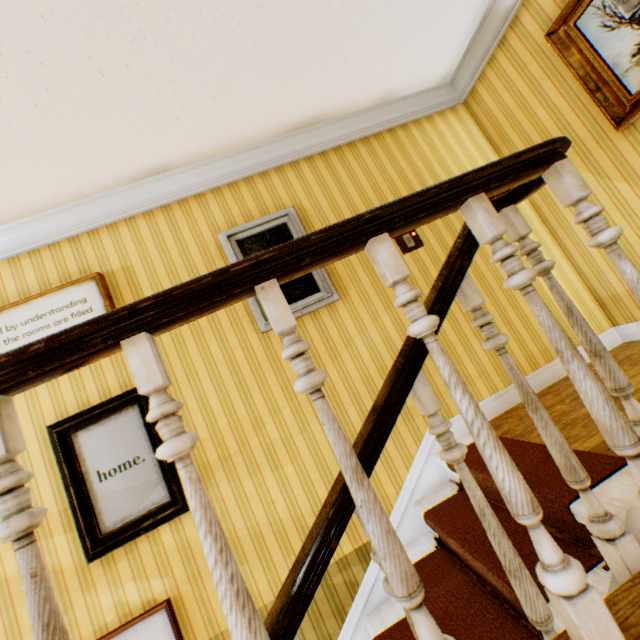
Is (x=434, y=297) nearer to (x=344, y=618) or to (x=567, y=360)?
(x=567, y=360)

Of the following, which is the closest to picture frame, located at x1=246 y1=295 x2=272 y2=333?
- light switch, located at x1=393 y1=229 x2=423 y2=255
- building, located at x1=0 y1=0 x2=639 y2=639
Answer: building, located at x1=0 y1=0 x2=639 y2=639

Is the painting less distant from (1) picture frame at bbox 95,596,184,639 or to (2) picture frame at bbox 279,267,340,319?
(2) picture frame at bbox 279,267,340,319

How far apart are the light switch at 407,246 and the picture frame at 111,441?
2.47m

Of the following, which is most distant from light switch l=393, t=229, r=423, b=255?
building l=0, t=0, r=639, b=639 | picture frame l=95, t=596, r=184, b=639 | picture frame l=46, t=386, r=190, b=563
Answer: picture frame l=95, t=596, r=184, b=639

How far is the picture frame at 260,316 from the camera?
2.7m

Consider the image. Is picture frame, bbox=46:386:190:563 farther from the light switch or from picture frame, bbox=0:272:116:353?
the light switch

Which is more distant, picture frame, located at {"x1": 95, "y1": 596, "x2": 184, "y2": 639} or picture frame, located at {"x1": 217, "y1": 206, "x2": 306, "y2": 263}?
picture frame, located at {"x1": 217, "y1": 206, "x2": 306, "y2": 263}
